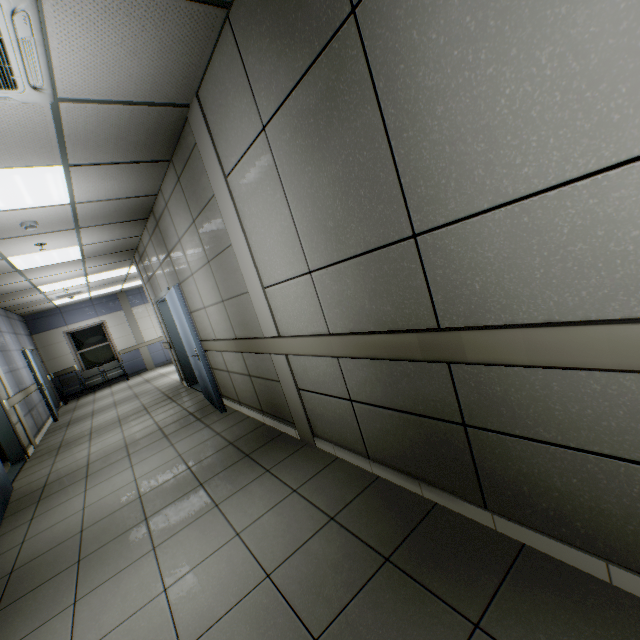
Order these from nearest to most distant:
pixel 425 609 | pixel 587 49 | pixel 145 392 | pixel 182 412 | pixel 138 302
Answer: pixel 587 49
pixel 425 609
pixel 182 412
pixel 145 392
pixel 138 302

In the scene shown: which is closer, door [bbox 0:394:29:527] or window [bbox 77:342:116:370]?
door [bbox 0:394:29:527]

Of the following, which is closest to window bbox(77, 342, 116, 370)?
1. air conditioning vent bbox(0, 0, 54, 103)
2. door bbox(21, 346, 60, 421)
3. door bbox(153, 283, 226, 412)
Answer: door bbox(21, 346, 60, 421)

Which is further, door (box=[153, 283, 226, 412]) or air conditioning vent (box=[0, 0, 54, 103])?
door (box=[153, 283, 226, 412])

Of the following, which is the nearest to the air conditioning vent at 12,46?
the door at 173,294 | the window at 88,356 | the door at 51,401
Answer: the door at 173,294

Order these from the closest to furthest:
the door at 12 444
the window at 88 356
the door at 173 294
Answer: the door at 12 444, the door at 173 294, the window at 88 356

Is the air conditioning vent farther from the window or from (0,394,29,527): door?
the window
